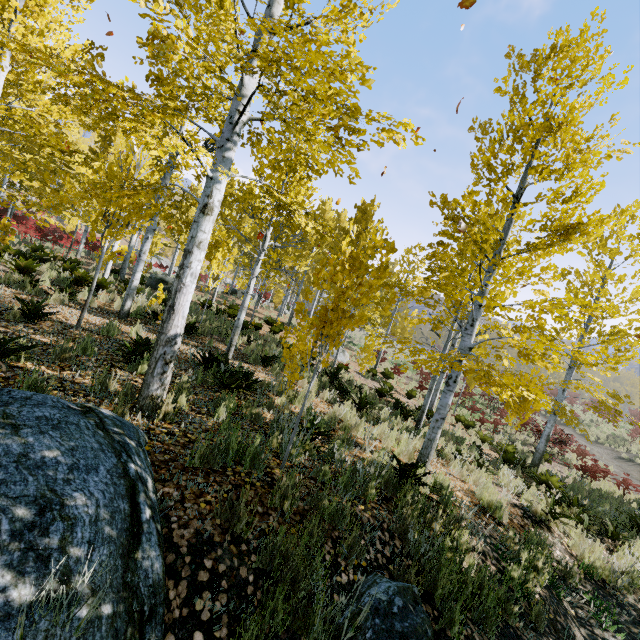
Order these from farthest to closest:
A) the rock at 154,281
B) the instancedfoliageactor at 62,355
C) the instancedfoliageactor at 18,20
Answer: the rock at 154,281, the instancedfoliageactor at 62,355, the instancedfoliageactor at 18,20

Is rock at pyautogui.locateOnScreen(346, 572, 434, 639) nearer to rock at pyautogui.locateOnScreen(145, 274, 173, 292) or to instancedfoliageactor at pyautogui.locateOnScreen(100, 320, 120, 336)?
instancedfoliageactor at pyautogui.locateOnScreen(100, 320, 120, 336)

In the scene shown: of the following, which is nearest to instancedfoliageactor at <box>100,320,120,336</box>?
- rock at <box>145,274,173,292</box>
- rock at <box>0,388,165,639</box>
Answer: rock at <box>0,388,165,639</box>

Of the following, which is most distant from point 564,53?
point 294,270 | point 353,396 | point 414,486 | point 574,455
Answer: point 574,455

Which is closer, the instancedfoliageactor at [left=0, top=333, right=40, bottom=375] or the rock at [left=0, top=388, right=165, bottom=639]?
the rock at [left=0, top=388, right=165, bottom=639]

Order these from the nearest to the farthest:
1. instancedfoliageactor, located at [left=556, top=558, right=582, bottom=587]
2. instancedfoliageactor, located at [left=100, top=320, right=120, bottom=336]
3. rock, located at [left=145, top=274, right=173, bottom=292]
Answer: instancedfoliageactor, located at [left=556, top=558, right=582, bottom=587], instancedfoliageactor, located at [left=100, top=320, right=120, bottom=336], rock, located at [left=145, top=274, right=173, bottom=292]

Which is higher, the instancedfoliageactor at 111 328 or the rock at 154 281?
the rock at 154 281
